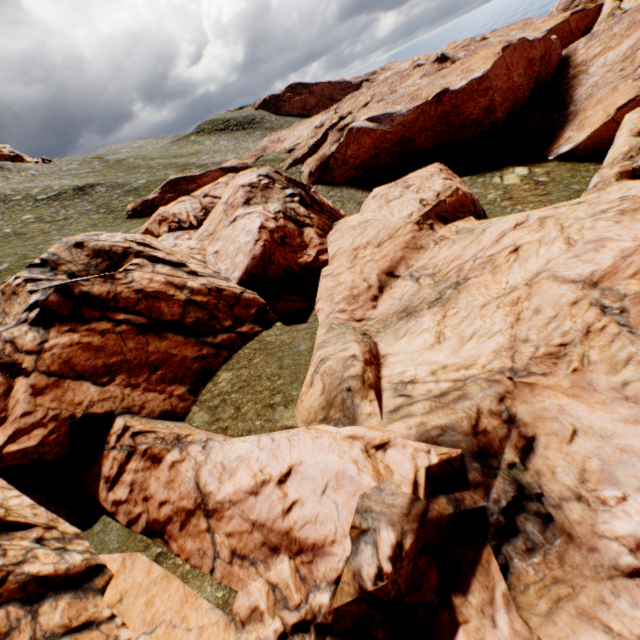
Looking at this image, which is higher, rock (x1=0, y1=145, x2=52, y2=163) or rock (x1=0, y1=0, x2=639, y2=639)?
rock (x1=0, y1=145, x2=52, y2=163)

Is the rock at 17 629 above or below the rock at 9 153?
below

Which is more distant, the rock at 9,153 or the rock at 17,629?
the rock at 9,153

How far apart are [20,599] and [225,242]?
20.7m

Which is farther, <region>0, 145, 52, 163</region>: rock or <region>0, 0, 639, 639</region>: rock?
<region>0, 145, 52, 163</region>: rock
